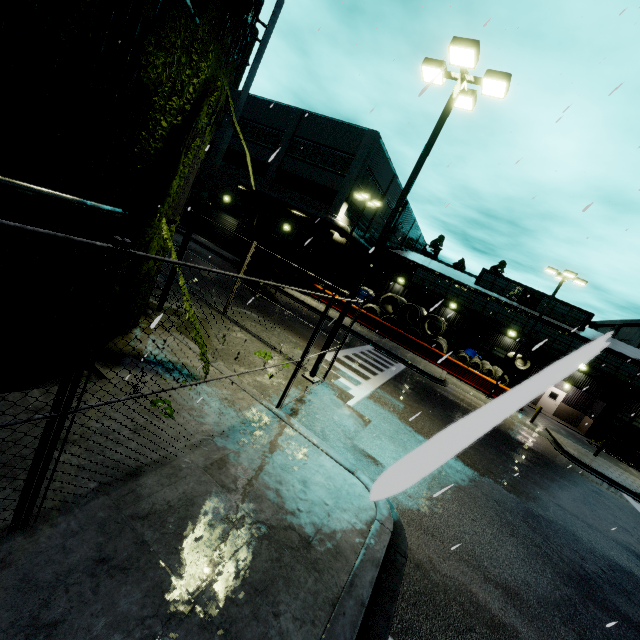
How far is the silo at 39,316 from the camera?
4.5m

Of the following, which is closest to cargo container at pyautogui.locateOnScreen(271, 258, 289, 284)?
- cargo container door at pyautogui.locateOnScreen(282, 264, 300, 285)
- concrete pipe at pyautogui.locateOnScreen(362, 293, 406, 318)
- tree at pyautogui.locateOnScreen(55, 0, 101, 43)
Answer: cargo container door at pyautogui.locateOnScreen(282, 264, 300, 285)

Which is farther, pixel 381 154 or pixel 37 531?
pixel 381 154

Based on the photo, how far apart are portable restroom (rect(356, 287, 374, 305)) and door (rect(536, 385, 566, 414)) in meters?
19.1 m

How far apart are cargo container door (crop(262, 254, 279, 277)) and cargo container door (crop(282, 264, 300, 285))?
0.9m

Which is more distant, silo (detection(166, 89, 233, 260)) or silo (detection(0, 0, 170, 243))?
silo (detection(166, 89, 233, 260))

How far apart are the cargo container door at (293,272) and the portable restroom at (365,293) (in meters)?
14.12

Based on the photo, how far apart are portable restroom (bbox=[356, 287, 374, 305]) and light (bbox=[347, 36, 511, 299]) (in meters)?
22.74
